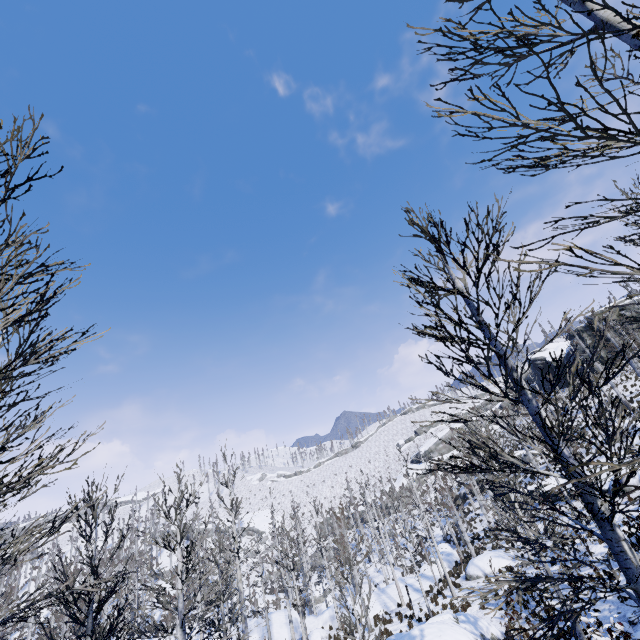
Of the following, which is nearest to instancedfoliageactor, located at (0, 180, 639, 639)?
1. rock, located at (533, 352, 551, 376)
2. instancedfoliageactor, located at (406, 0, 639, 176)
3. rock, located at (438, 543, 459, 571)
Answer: rock, located at (438, 543, 459, 571)

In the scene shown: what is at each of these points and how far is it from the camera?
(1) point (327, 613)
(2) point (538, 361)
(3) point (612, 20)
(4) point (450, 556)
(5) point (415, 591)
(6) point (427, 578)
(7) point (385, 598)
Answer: (1) rock, 26.48m
(2) rock, 59.12m
(3) instancedfoliageactor, 3.07m
(4) rock, 32.81m
(5) rock, 26.62m
(6) rock, 29.81m
(7) rock, 26.45m

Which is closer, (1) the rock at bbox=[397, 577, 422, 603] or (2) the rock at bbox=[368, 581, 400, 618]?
(2) the rock at bbox=[368, 581, 400, 618]

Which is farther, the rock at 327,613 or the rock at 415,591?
the rock at 415,591

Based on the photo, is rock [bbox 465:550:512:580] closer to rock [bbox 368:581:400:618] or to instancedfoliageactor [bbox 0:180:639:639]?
instancedfoliageactor [bbox 0:180:639:639]

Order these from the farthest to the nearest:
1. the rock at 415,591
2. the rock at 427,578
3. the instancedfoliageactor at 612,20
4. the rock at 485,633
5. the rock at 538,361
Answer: the rock at 538,361
the rock at 427,578
the rock at 415,591
the rock at 485,633
the instancedfoliageactor at 612,20

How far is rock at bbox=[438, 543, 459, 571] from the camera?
31.7m

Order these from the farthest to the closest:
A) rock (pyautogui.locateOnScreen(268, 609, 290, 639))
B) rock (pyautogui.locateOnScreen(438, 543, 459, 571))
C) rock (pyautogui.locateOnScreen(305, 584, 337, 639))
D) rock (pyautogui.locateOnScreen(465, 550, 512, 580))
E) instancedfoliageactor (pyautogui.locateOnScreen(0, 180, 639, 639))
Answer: rock (pyautogui.locateOnScreen(438, 543, 459, 571)), rock (pyautogui.locateOnScreen(268, 609, 290, 639)), rock (pyautogui.locateOnScreen(305, 584, 337, 639)), rock (pyautogui.locateOnScreen(465, 550, 512, 580)), instancedfoliageactor (pyautogui.locateOnScreen(0, 180, 639, 639))
